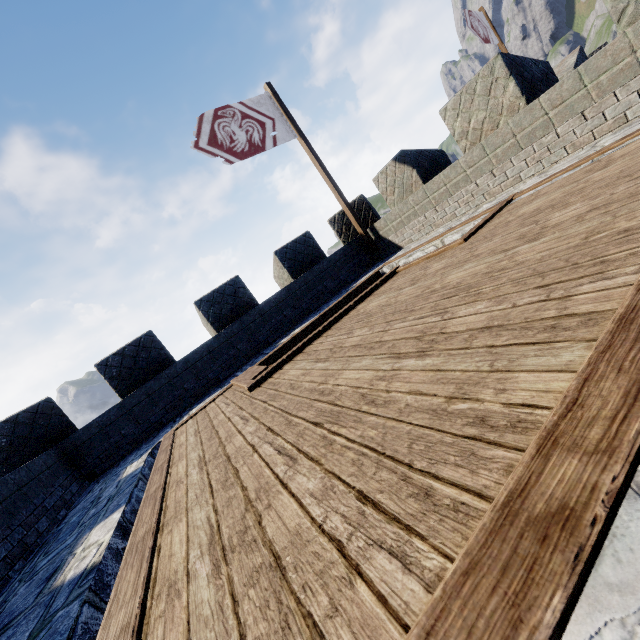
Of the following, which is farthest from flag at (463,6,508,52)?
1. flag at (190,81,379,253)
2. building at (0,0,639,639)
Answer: flag at (190,81,379,253)

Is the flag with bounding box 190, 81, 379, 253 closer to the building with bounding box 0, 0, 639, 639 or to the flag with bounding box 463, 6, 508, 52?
the building with bounding box 0, 0, 639, 639

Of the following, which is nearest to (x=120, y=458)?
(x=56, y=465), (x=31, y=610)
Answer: (x=56, y=465)

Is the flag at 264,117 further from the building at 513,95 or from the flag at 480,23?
the flag at 480,23

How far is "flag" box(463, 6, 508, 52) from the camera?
11.9 meters

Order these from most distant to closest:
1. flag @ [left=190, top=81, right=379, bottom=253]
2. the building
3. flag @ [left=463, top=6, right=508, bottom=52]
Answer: flag @ [left=463, top=6, right=508, bottom=52], flag @ [left=190, top=81, right=379, bottom=253], the building

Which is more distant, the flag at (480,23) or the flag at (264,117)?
the flag at (480,23)
